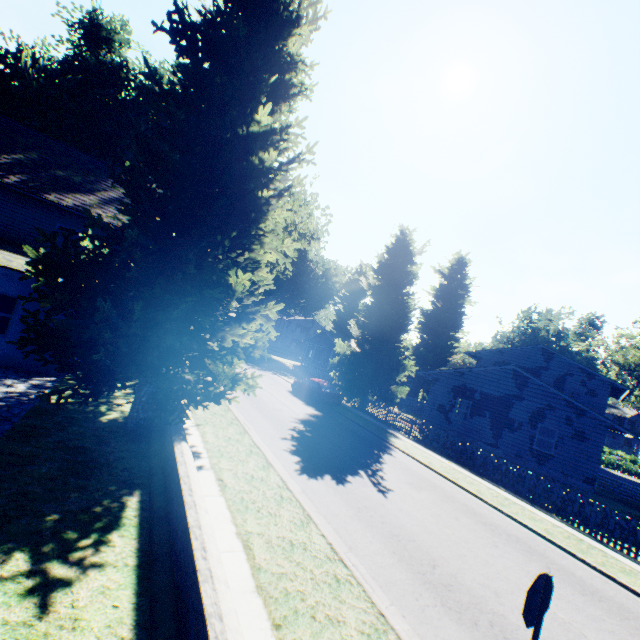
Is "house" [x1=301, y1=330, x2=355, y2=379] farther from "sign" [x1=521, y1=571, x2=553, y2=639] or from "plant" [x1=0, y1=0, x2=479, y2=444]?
"sign" [x1=521, y1=571, x2=553, y2=639]

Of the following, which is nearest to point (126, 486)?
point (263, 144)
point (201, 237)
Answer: point (201, 237)

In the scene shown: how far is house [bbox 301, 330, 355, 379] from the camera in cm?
4313

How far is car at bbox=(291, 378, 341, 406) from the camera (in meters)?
22.67

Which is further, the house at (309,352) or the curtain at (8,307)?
the house at (309,352)

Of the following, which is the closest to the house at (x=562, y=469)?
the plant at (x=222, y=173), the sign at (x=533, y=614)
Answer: the plant at (x=222, y=173)

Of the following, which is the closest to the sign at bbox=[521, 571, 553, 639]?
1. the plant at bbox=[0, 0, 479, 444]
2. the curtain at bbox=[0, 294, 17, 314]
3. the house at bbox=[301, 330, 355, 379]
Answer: the plant at bbox=[0, 0, 479, 444]

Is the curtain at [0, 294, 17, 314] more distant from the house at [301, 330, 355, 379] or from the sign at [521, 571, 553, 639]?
the house at [301, 330, 355, 379]
